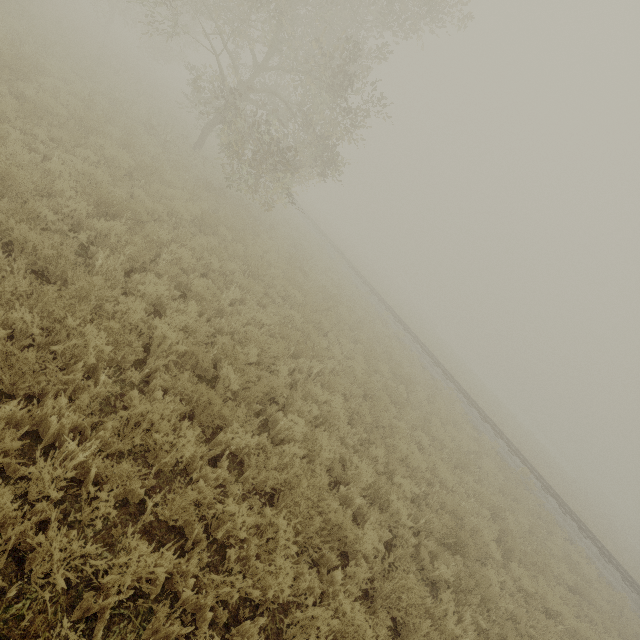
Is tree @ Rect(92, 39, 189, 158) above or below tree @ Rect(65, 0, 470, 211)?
below

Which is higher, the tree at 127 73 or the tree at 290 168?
the tree at 290 168

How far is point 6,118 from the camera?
6.5 meters

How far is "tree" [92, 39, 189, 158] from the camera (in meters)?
13.59

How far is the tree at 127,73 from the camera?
13.6 meters
